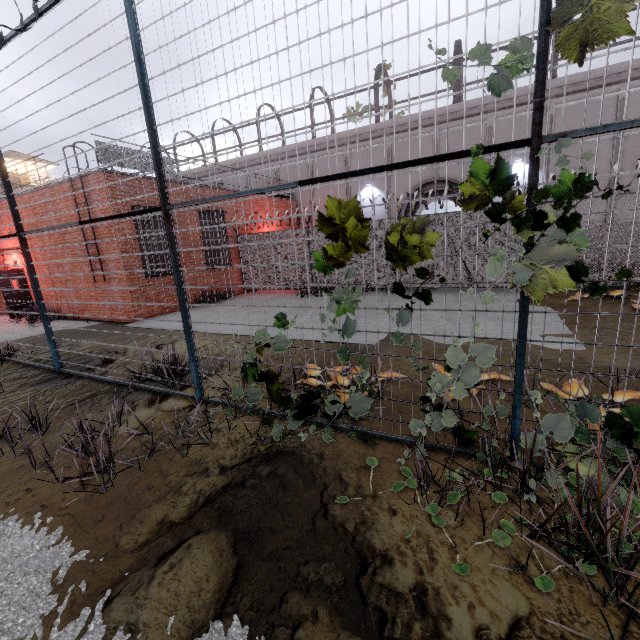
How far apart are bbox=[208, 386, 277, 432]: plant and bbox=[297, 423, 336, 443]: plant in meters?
0.6

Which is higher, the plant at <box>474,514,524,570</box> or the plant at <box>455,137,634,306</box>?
the plant at <box>455,137,634,306</box>

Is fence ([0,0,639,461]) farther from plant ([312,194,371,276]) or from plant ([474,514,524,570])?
plant ([474,514,524,570])

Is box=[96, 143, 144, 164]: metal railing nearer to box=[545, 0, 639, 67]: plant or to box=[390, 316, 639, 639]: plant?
box=[545, 0, 639, 67]: plant

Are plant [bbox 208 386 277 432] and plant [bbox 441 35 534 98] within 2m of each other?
no

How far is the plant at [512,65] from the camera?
2.1 meters

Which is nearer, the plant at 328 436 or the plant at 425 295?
the plant at 425 295

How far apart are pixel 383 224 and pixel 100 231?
10.2 meters
